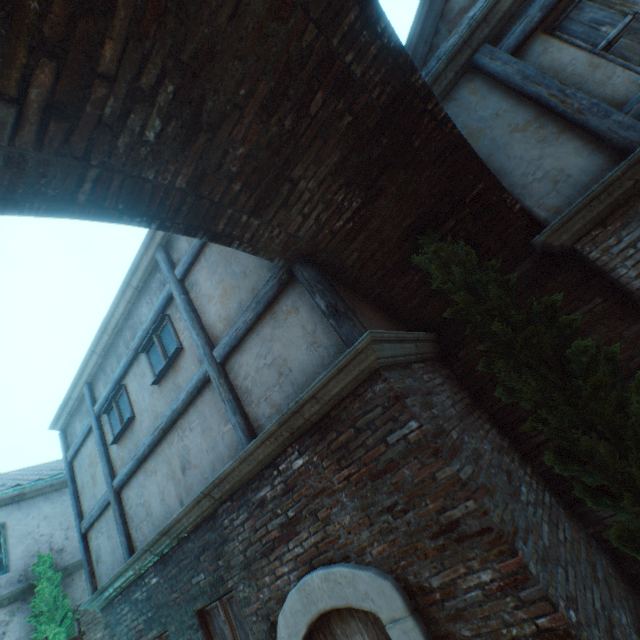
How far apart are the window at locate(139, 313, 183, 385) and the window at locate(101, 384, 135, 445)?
1.0 meters

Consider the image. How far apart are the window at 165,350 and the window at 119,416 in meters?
1.0 m

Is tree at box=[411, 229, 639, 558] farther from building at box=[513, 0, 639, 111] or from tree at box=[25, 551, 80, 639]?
tree at box=[25, 551, 80, 639]

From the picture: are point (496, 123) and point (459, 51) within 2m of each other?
yes

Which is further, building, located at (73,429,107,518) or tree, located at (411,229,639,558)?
building, located at (73,429,107,518)

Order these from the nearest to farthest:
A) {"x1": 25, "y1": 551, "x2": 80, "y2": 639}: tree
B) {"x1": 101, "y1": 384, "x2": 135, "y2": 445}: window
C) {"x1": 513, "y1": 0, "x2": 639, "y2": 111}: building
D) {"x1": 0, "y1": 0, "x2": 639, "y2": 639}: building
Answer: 1. {"x1": 0, "y1": 0, "x2": 639, "y2": 639}: building
2. {"x1": 513, "y1": 0, "x2": 639, "y2": 111}: building
3. {"x1": 101, "y1": 384, "x2": 135, "y2": 445}: window
4. {"x1": 25, "y1": 551, "x2": 80, "y2": 639}: tree

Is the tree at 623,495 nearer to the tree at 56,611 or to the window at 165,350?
the window at 165,350

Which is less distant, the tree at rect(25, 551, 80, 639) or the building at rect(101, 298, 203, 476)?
the building at rect(101, 298, 203, 476)
